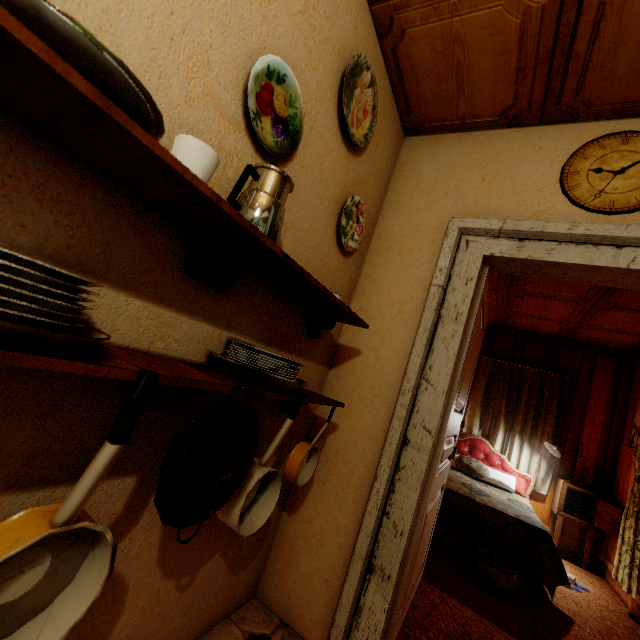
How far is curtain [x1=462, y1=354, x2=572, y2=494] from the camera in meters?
4.6 m

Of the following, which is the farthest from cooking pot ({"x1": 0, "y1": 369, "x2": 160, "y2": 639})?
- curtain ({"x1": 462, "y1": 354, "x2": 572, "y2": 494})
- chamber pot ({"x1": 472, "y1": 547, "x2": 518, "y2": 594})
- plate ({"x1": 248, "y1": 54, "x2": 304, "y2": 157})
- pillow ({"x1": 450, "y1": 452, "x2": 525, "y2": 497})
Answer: curtain ({"x1": 462, "y1": 354, "x2": 572, "y2": 494})

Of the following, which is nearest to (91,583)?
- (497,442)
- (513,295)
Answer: (513,295)

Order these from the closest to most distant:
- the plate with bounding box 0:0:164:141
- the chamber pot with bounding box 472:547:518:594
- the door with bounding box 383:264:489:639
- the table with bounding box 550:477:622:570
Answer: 1. the plate with bounding box 0:0:164:141
2. the door with bounding box 383:264:489:639
3. the chamber pot with bounding box 472:547:518:594
4. the table with bounding box 550:477:622:570

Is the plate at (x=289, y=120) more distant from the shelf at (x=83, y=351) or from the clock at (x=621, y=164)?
the clock at (x=621, y=164)

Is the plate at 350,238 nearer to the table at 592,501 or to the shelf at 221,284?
the shelf at 221,284

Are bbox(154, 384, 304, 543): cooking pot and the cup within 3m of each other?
yes

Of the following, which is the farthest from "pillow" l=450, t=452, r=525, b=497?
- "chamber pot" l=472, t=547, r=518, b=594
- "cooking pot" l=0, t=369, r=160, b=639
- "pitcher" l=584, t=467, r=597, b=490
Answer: "cooking pot" l=0, t=369, r=160, b=639
